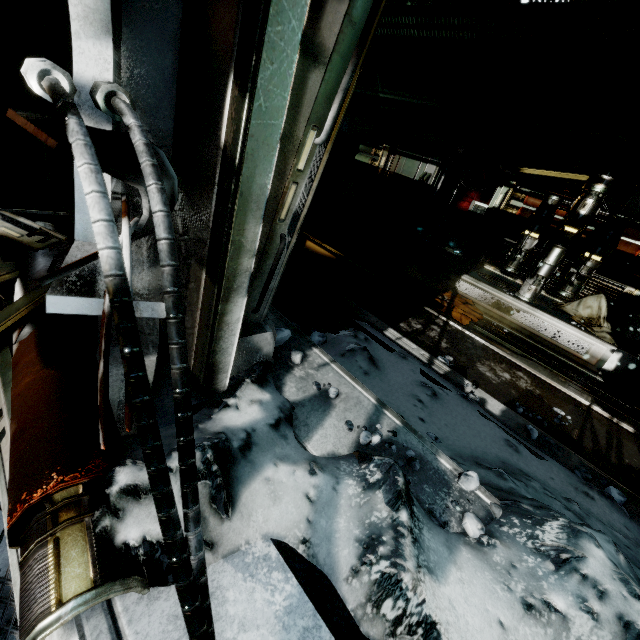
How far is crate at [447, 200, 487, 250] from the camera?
9.4m

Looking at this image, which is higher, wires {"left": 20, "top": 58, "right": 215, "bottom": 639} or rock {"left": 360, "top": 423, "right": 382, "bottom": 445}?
→ wires {"left": 20, "top": 58, "right": 215, "bottom": 639}

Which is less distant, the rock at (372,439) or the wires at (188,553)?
the wires at (188,553)

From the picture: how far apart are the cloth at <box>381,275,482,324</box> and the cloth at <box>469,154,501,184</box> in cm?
448

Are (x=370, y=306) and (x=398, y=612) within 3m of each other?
no

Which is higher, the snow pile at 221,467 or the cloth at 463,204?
the cloth at 463,204

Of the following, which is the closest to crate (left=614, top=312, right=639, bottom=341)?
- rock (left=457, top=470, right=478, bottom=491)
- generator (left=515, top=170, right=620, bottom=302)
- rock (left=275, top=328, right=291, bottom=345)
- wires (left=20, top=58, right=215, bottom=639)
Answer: generator (left=515, top=170, right=620, bottom=302)

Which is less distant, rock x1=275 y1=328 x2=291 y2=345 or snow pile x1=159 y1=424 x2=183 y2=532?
snow pile x1=159 y1=424 x2=183 y2=532
